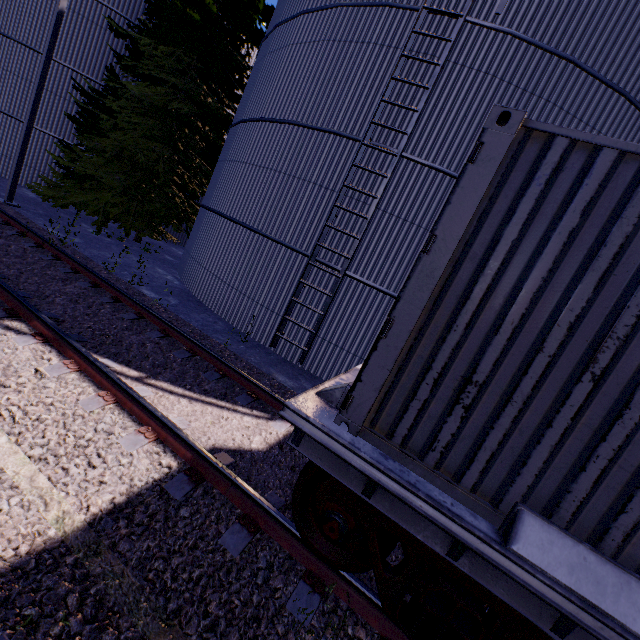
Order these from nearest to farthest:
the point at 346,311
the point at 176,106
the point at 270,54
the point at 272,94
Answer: the point at 346,311 < the point at 272,94 < the point at 270,54 < the point at 176,106

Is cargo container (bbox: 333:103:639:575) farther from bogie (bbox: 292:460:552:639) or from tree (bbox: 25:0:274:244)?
tree (bbox: 25:0:274:244)

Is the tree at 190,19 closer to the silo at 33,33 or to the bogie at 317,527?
the silo at 33,33

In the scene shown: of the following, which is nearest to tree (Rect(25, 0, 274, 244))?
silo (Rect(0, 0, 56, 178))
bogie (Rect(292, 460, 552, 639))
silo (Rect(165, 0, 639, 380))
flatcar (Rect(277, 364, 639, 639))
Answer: silo (Rect(165, 0, 639, 380))

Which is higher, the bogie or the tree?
the tree

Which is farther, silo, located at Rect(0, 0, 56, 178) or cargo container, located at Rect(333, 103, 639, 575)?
silo, located at Rect(0, 0, 56, 178)

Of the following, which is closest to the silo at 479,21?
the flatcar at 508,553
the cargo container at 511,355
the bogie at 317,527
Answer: the cargo container at 511,355

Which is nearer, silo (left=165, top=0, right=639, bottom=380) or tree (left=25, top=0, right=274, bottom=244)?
silo (left=165, top=0, right=639, bottom=380)
